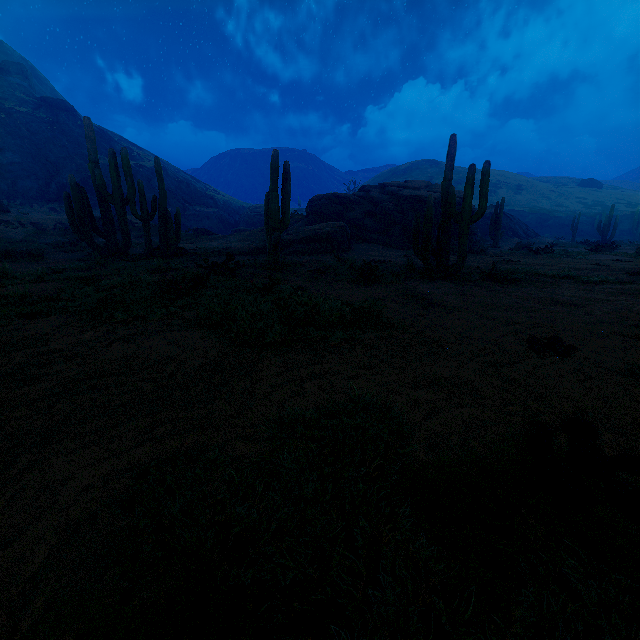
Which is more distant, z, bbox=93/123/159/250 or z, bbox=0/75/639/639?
z, bbox=93/123/159/250

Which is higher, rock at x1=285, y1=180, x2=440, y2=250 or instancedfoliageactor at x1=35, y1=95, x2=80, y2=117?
instancedfoliageactor at x1=35, y1=95, x2=80, y2=117

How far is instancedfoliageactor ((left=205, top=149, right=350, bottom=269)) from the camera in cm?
992

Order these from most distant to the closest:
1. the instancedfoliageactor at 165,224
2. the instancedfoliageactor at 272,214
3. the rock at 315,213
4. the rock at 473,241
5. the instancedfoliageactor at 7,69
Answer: the instancedfoliageactor at 7,69 → the rock at 315,213 → the rock at 473,241 → the instancedfoliageactor at 165,224 → the instancedfoliageactor at 272,214

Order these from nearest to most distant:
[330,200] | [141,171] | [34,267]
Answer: [34,267] → [330,200] → [141,171]

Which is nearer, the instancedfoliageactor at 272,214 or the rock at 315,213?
the instancedfoliageactor at 272,214

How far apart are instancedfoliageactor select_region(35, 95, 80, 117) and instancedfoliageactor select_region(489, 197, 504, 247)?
60.4 meters

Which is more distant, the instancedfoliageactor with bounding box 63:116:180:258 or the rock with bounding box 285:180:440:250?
the rock with bounding box 285:180:440:250
